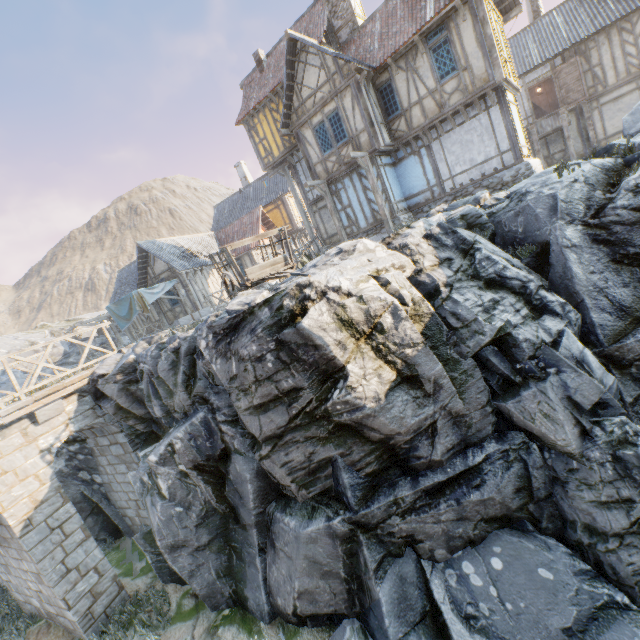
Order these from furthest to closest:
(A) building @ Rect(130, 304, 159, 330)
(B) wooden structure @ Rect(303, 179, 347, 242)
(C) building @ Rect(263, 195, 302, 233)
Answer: (C) building @ Rect(263, 195, 302, 233)
(A) building @ Rect(130, 304, 159, 330)
(B) wooden structure @ Rect(303, 179, 347, 242)

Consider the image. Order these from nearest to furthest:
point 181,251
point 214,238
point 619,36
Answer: Answer: point 619,36 < point 181,251 < point 214,238

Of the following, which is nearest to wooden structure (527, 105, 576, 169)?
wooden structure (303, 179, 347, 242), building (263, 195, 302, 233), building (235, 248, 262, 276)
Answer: wooden structure (303, 179, 347, 242)

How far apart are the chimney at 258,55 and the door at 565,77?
16.3m

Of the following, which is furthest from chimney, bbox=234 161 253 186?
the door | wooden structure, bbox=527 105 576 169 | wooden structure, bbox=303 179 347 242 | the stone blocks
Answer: the stone blocks

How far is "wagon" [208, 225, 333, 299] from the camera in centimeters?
760cm

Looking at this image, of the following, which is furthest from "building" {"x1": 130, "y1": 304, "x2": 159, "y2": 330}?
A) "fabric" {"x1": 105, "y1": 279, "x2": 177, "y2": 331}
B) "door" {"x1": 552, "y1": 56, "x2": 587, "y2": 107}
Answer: "door" {"x1": 552, "y1": 56, "x2": 587, "y2": 107}

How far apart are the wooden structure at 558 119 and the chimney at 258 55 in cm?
1552
